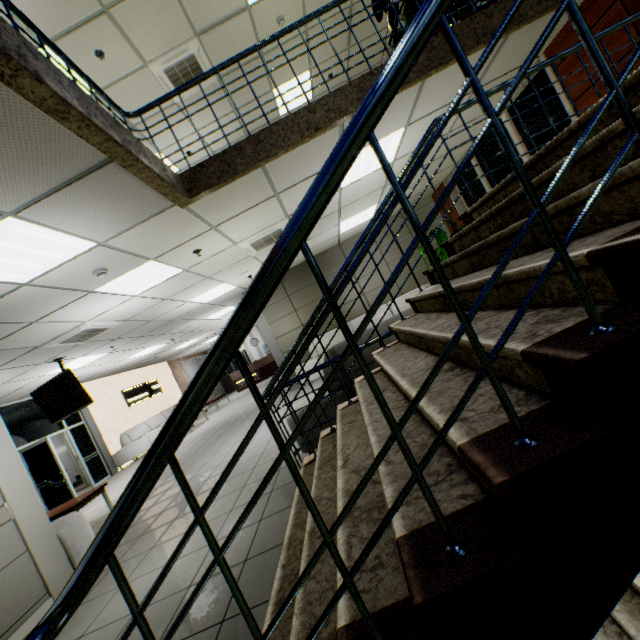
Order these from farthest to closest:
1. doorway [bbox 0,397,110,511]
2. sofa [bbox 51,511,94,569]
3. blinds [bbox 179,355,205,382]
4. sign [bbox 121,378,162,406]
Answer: blinds [bbox 179,355,205,382]
sign [bbox 121,378,162,406]
doorway [bbox 0,397,110,511]
sofa [bbox 51,511,94,569]

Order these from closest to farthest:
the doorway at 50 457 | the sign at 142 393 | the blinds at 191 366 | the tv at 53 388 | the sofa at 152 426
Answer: the tv at 53 388
the doorway at 50 457
the sofa at 152 426
the sign at 142 393
the blinds at 191 366

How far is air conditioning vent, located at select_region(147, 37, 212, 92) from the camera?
5.57m

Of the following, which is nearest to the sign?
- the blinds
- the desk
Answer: the blinds

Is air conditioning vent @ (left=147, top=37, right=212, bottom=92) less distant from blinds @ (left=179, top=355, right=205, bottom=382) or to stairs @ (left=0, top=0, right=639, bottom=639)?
stairs @ (left=0, top=0, right=639, bottom=639)

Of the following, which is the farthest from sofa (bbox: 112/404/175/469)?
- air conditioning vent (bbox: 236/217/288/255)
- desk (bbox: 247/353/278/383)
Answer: air conditioning vent (bbox: 236/217/288/255)

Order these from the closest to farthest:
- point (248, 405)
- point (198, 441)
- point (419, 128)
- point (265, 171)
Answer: point (265, 171), point (419, 128), point (198, 441), point (248, 405)

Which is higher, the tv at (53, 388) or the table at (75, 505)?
the tv at (53, 388)
